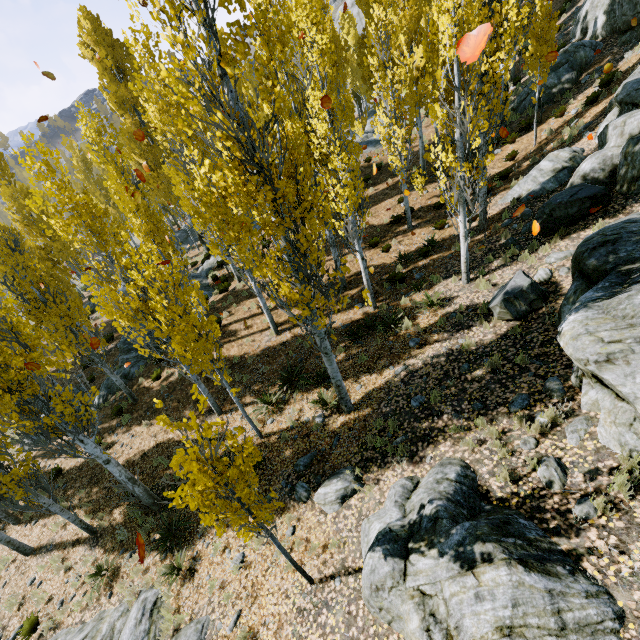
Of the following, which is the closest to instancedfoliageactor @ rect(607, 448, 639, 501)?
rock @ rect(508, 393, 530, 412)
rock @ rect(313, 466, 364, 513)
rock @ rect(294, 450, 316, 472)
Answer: rock @ rect(294, 450, 316, 472)

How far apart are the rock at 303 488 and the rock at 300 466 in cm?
29

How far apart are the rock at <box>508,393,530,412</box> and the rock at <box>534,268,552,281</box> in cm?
402

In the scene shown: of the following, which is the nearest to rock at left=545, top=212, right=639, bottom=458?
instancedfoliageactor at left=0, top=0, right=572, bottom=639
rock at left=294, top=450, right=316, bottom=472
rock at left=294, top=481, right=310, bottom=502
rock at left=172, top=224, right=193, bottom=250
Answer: instancedfoliageactor at left=0, top=0, right=572, bottom=639

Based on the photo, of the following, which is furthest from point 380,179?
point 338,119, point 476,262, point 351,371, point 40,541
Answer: point 40,541

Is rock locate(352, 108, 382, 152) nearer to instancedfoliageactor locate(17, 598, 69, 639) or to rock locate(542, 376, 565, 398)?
instancedfoliageactor locate(17, 598, 69, 639)

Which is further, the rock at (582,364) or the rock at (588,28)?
the rock at (588,28)

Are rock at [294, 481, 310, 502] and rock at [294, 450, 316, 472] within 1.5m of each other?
yes
